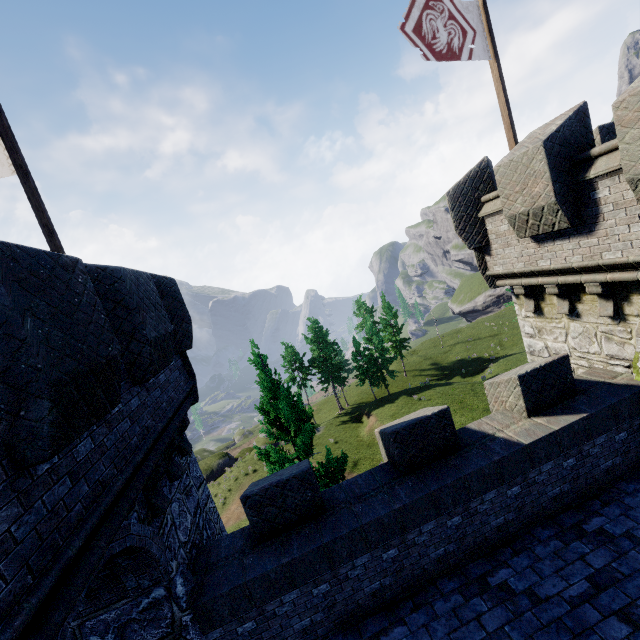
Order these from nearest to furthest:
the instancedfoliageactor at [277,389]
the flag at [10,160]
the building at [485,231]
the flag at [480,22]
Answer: the building at [485,231], the flag at [10,160], the flag at [480,22], the instancedfoliageactor at [277,389]

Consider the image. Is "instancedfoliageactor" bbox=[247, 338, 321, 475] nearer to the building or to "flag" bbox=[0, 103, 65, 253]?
the building

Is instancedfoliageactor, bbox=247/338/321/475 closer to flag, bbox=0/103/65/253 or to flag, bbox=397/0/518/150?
flag, bbox=0/103/65/253

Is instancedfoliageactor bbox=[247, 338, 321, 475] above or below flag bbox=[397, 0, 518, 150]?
below

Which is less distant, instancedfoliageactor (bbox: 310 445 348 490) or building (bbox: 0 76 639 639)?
building (bbox: 0 76 639 639)

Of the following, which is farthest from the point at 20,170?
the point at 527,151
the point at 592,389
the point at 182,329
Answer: the point at 592,389

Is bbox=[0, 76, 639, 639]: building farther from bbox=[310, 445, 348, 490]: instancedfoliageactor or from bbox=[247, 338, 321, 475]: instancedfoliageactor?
bbox=[247, 338, 321, 475]: instancedfoliageactor

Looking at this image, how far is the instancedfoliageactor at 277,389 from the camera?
11.7 meters
